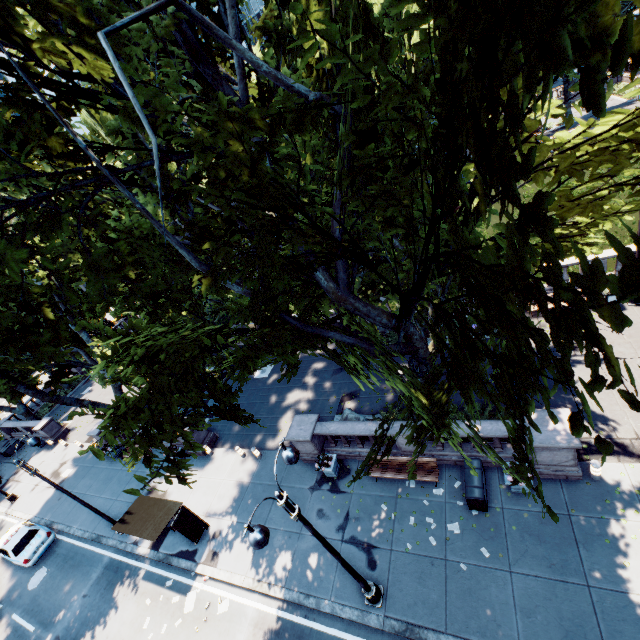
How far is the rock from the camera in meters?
16.1 m

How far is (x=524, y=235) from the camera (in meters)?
2.68

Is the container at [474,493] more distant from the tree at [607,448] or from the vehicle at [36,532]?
the vehicle at [36,532]

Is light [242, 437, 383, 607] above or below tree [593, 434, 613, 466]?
below

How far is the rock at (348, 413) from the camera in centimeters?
1612cm

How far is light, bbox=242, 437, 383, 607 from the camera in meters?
6.7

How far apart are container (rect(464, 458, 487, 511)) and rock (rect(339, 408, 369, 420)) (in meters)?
4.76

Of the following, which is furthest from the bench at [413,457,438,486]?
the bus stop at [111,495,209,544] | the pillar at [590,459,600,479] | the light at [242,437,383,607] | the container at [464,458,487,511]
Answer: the bus stop at [111,495,209,544]
